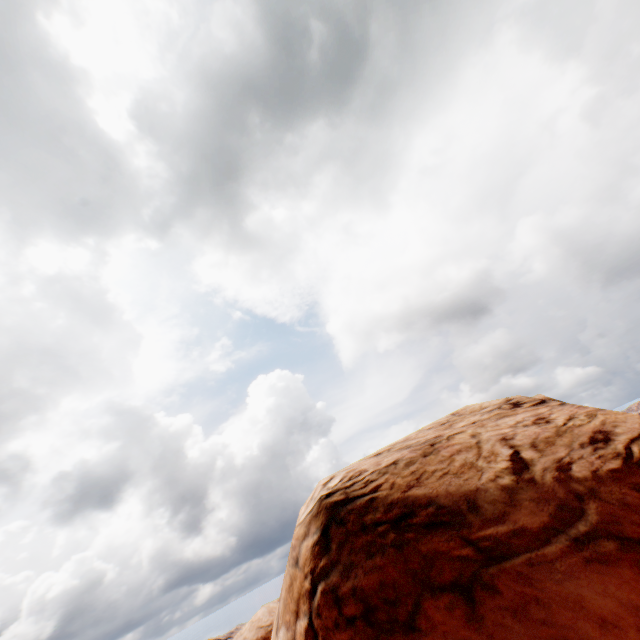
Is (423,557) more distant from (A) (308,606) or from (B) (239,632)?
(B) (239,632)
